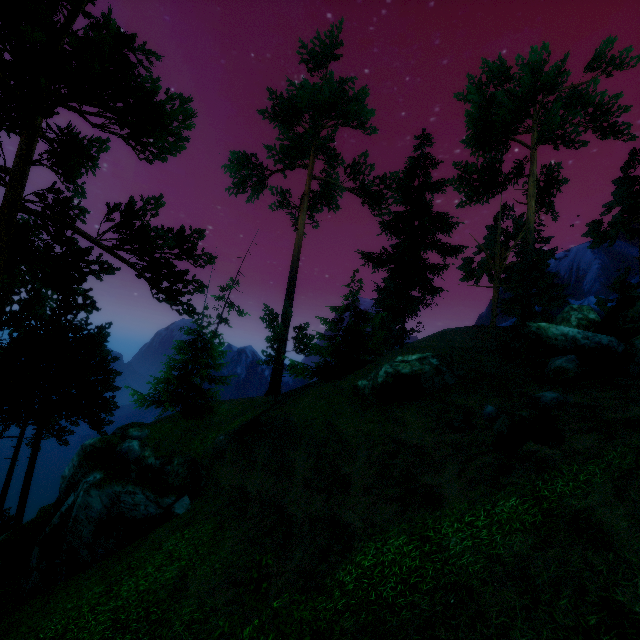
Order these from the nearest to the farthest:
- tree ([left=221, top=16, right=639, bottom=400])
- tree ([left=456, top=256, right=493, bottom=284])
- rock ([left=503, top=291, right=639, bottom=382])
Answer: rock ([left=503, top=291, right=639, bottom=382]) < tree ([left=221, top=16, right=639, bottom=400]) < tree ([left=456, top=256, right=493, bottom=284])

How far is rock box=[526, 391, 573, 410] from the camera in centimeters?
1096cm

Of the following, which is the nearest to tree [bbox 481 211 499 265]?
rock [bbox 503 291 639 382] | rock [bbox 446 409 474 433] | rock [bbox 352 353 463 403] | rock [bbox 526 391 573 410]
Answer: rock [bbox 503 291 639 382]

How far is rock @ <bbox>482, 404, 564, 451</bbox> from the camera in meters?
8.6 m

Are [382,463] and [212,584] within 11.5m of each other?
yes

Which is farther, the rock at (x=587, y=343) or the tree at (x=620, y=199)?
the tree at (x=620, y=199)

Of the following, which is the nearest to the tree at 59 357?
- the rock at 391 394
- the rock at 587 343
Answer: the rock at 587 343

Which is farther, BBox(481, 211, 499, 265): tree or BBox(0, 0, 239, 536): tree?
BBox(481, 211, 499, 265): tree
